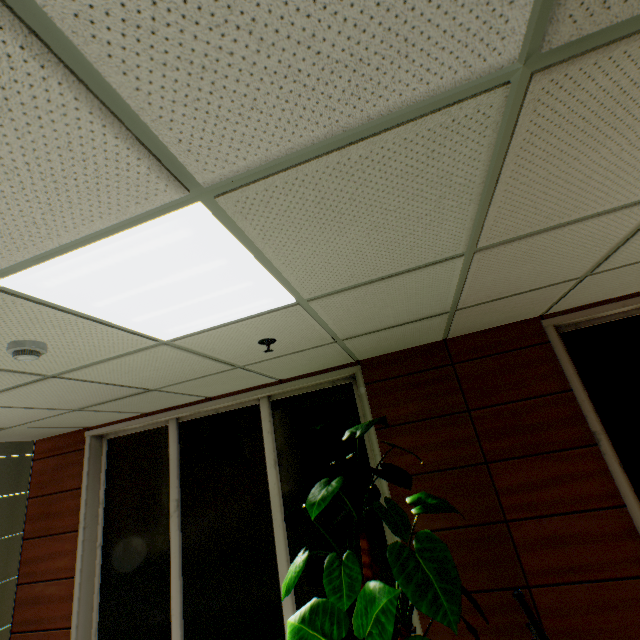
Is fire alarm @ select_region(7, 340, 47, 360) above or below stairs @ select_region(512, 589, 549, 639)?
above

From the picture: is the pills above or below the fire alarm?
below

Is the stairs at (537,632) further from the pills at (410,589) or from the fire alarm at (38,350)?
the fire alarm at (38,350)

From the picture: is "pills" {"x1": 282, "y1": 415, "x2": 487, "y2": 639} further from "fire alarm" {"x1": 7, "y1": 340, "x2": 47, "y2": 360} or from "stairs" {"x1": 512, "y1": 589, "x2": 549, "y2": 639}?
"fire alarm" {"x1": 7, "y1": 340, "x2": 47, "y2": 360}

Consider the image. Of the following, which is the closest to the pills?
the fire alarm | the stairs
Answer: the stairs

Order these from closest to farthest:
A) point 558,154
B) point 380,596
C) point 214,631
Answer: point 558,154 < point 380,596 < point 214,631
